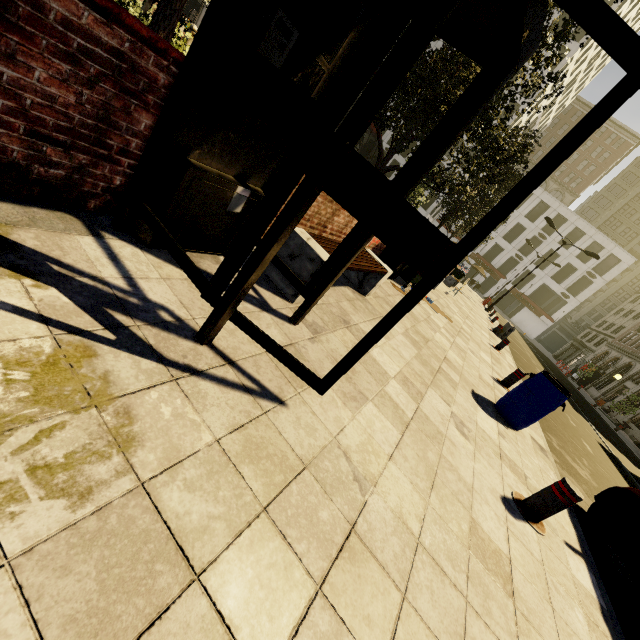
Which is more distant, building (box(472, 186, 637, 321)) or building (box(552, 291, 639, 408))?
building (box(472, 186, 637, 321))

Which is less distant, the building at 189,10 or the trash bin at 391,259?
the trash bin at 391,259

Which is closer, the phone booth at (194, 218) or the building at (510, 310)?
the phone booth at (194, 218)

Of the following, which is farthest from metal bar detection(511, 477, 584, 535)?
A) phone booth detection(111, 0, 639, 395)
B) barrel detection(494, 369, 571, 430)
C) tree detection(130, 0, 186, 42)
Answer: tree detection(130, 0, 186, 42)

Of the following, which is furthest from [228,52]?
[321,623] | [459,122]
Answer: [321,623]

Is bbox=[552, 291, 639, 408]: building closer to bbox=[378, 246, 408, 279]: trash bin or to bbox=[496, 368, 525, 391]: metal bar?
bbox=[496, 368, 525, 391]: metal bar

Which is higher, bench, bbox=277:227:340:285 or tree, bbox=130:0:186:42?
tree, bbox=130:0:186:42

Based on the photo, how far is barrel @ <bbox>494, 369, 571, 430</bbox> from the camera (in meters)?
5.27
